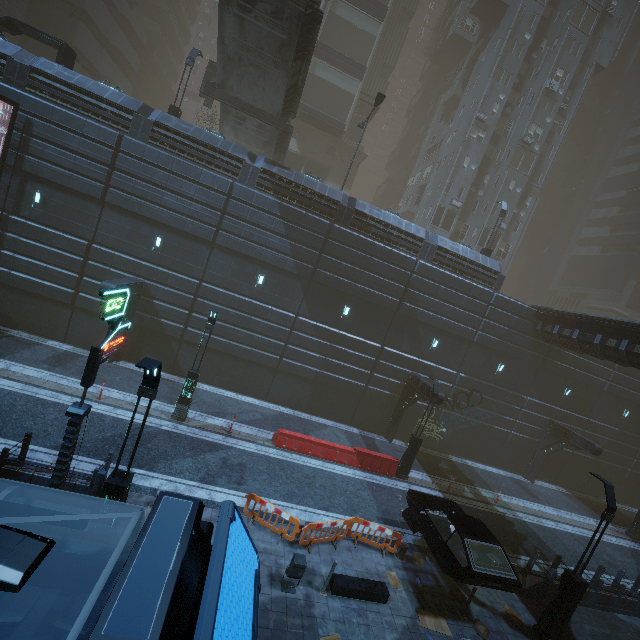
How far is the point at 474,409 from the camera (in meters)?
22.92

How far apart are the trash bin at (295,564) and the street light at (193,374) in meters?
8.3 m

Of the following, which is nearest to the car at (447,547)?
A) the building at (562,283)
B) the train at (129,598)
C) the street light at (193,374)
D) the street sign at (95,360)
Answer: the building at (562,283)

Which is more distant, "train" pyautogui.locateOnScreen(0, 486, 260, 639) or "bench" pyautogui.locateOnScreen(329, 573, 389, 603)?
"bench" pyautogui.locateOnScreen(329, 573, 389, 603)

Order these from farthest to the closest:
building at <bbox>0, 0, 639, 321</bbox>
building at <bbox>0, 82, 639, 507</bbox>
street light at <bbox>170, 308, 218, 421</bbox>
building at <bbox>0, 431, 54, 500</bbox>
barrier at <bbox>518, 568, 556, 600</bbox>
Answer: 1. building at <bbox>0, 0, 639, 321</bbox>
2. building at <bbox>0, 82, 639, 507</bbox>
3. street light at <bbox>170, 308, 218, 421</bbox>
4. barrier at <bbox>518, 568, 556, 600</bbox>
5. building at <bbox>0, 431, 54, 500</bbox>

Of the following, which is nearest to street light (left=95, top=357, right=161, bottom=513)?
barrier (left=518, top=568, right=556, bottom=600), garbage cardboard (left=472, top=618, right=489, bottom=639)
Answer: garbage cardboard (left=472, top=618, right=489, bottom=639)

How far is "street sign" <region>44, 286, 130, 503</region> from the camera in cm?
746

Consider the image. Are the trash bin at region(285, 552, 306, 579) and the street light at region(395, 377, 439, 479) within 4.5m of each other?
no
